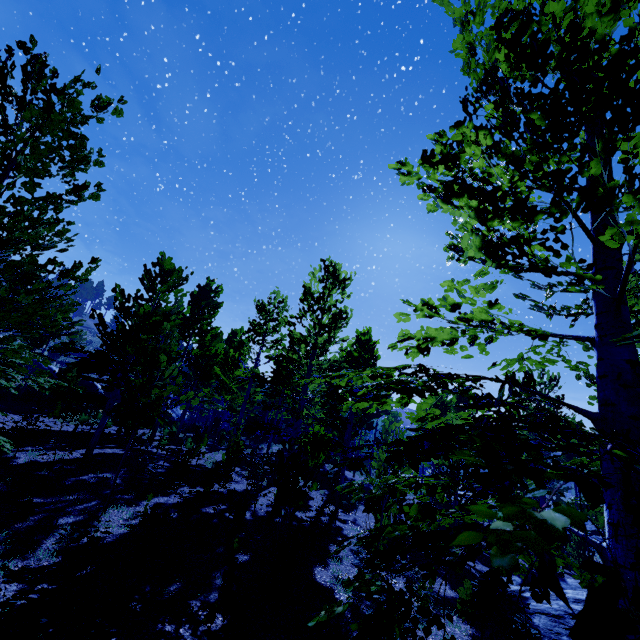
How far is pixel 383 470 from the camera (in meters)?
9.66

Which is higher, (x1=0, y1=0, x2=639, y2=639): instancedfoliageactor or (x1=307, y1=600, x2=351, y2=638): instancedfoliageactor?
(x1=0, y1=0, x2=639, y2=639): instancedfoliageactor

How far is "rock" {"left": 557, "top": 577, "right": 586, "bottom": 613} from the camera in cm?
871

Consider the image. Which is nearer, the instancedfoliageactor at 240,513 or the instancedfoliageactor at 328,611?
the instancedfoliageactor at 328,611

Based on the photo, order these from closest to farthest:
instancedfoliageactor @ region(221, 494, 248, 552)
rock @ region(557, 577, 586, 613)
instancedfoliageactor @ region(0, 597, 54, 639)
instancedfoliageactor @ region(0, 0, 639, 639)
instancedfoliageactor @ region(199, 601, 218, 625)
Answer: instancedfoliageactor @ region(0, 0, 639, 639), instancedfoliageactor @ region(0, 597, 54, 639), instancedfoliageactor @ region(199, 601, 218, 625), instancedfoliageactor @ region(221, 494, 248, 552), rock @ region(557, 577, 586, 613)

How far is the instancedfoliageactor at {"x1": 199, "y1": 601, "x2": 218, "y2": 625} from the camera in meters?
4.8

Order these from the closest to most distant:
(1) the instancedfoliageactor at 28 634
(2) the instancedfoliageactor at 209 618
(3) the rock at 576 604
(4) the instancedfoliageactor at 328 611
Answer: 1. (4) the instancedfoliageactor at 328 611
2. (1) the instancedfoliageactor at 28 634
3. (2) the instancedfoliageactor at 209 618
4. (3) the rock at 576 604
